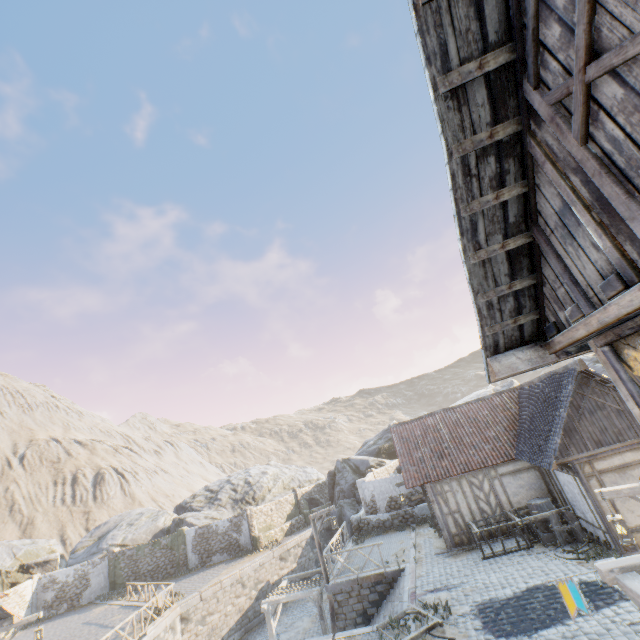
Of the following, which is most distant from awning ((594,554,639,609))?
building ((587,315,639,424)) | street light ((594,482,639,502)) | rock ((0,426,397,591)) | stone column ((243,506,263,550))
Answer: stone column ((243,506,263,550))

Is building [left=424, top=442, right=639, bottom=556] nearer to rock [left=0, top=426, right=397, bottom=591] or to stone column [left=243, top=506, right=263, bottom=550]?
stone column [left=243, top=506, right=263, bottom=550]

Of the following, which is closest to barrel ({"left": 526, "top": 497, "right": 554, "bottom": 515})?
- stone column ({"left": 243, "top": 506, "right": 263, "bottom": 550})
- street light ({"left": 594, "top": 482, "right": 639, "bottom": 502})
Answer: street light ({"left": 594, "top": 482, "right": 639, "bottom": 502})

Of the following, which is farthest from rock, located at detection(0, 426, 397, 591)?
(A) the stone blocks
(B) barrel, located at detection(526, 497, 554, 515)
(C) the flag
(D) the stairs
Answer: (B) barrel, located at detection(526, 497, 554, 515)

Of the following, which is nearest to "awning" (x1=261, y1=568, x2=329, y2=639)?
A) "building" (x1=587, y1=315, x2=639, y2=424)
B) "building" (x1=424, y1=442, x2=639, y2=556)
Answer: "building" (x1=424, y1=442, x2=639, y2=556)

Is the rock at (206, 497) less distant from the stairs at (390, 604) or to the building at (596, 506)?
the building at (596, 506)

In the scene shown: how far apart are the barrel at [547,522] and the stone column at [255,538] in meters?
22.2

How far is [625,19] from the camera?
1.6 meters
